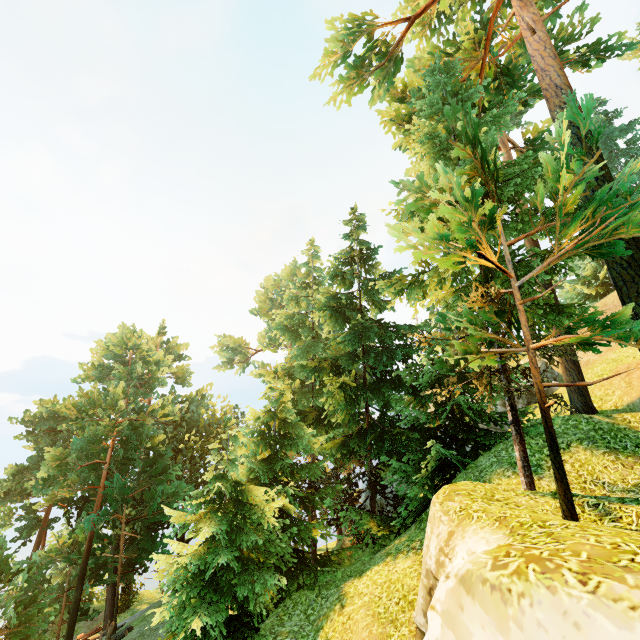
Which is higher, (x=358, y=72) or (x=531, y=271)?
(x=358, y=72)
